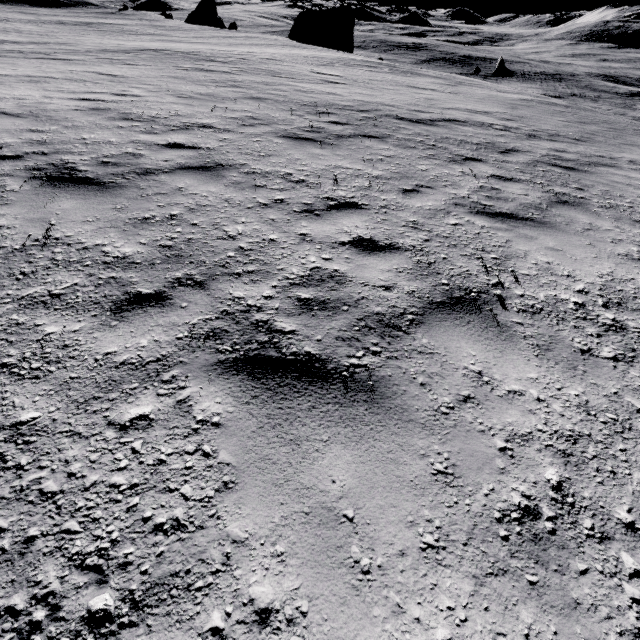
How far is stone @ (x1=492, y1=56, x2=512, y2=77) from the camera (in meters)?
42.84

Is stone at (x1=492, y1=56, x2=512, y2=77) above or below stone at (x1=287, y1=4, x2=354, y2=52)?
below

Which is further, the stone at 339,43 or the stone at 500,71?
the stone at 339,43

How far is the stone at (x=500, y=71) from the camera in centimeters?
4284cm

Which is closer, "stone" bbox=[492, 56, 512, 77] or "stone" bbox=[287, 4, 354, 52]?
"stone" bbox=[492, 56, 512, 77]

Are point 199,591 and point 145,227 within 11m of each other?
yes
